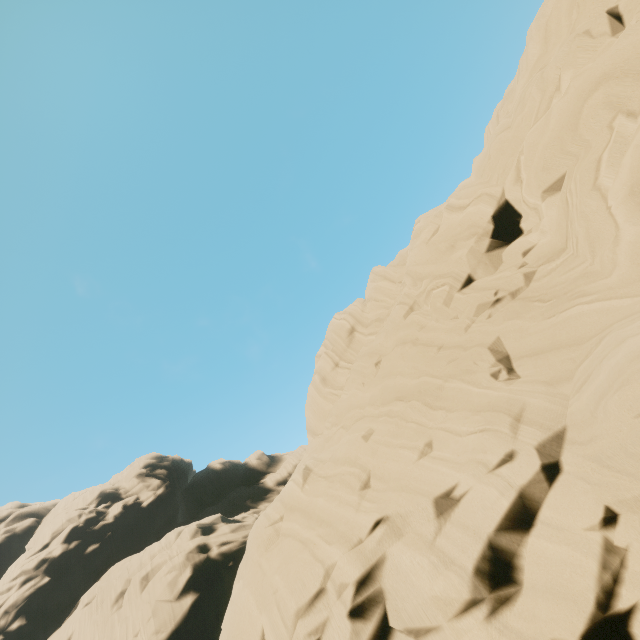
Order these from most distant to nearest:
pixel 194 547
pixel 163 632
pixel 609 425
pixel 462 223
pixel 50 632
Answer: pixel 194 547
pixel 50 632
pixel 163 632
pixel 462 223
pixel 609 425
